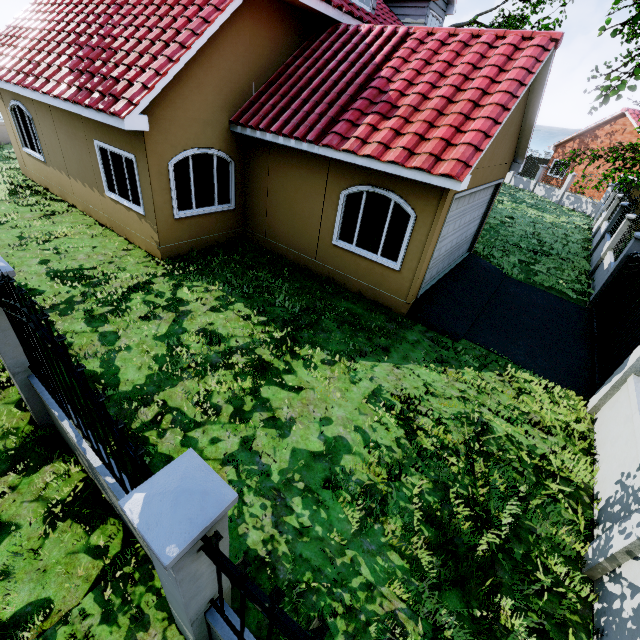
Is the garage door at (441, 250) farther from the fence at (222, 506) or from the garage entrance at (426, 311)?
the fence at (222, 506)

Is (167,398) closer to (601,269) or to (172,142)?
(172,142)

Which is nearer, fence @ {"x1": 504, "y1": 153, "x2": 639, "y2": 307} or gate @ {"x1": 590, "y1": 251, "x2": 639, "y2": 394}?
gate @ {"x1": 590, "y1": 251, "x2": 639, "y2": 394}

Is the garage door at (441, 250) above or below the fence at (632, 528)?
above

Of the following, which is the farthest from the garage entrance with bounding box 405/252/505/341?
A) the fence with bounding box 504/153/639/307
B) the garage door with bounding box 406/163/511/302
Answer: the fence with bounding box 504/153/639/307

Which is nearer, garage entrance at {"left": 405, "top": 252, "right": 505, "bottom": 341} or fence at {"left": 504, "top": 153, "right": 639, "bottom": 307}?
garage entrance at {"left": 405, "top": 252, "right": 505, "bottom": 341}

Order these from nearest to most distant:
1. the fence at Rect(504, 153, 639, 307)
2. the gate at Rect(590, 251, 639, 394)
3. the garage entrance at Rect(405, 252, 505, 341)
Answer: the gate at Rect(590, 251, 639, 394)
the garage entrance at Rect(405, 252, 505, 341)
the fence at Rect(504, 153, 639, 307)

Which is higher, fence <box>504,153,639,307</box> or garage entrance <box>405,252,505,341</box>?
fence <box>504,153,639,307</box>
